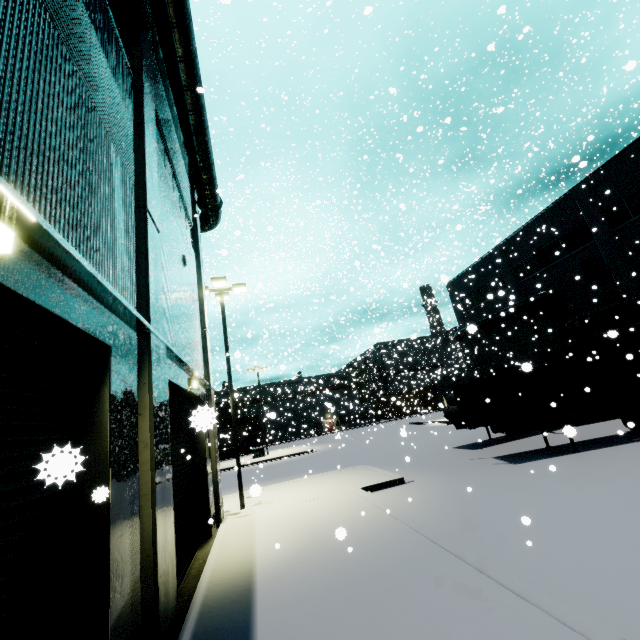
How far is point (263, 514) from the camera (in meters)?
11.65

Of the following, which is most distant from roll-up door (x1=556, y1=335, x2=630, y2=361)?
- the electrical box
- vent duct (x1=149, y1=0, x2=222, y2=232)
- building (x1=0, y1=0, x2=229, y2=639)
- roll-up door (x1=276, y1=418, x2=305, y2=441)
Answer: roll-up door (x1=276, y1=418, x2=305, y2=441)

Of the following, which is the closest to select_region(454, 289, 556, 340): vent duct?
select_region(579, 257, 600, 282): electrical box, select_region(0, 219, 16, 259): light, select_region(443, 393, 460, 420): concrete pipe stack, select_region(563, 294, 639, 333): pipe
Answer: select_region(563, 294, 639, 333): pipe

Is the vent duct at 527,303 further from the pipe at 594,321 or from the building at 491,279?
the pipe at 594,321

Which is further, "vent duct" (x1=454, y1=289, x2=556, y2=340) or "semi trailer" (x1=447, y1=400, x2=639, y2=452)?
"vent duct" (x1=454, y1=289, x2=556, y2=340)

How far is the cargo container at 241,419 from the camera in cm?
4625

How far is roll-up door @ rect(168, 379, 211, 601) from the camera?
7.7m

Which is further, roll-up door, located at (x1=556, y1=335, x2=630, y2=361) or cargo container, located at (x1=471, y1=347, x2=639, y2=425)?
roll-up door, located at (x1=556, y1=335, x2=630, y2=361)
